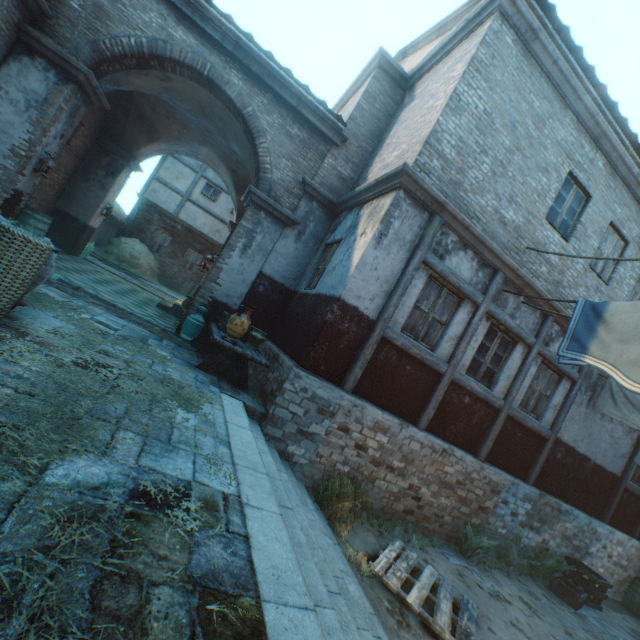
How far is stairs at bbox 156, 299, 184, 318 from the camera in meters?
10.2

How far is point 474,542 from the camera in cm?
691

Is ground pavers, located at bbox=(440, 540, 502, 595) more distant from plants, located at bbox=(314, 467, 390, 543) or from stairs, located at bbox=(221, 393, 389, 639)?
stairs, located at bbox=(221, 393, 389, 639)

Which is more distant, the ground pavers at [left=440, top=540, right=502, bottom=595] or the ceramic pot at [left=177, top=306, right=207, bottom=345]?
the ceramic pot at [left=177, top=306, right=207, bottom=345]

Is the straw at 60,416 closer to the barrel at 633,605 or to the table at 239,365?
the table at 239,365

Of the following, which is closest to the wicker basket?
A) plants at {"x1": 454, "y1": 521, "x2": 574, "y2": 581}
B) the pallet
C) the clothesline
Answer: the pallet

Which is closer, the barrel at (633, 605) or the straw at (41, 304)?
the straw at (41, 304)

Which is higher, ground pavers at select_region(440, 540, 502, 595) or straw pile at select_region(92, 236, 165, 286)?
straw pile at select_region(92, 236, 165, 286)
